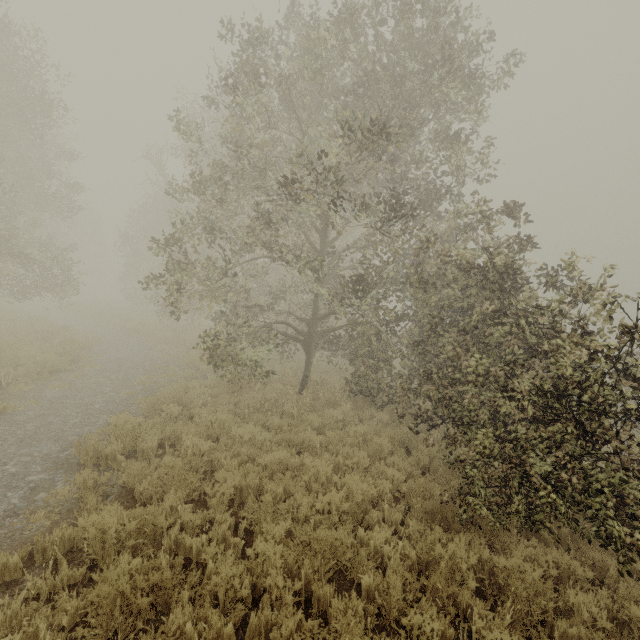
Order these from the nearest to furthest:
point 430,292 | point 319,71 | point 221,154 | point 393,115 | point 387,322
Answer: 1. point 319,71
2. point 393,115
3. point 430,292
4. point 387,322
5. point 221,154
